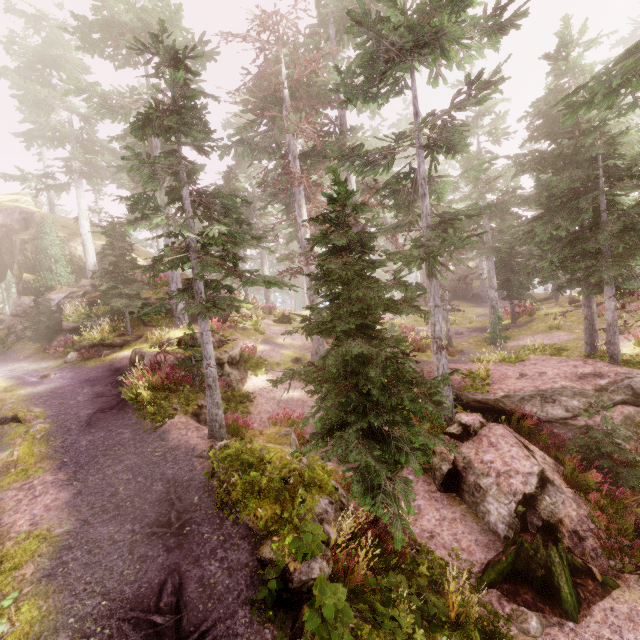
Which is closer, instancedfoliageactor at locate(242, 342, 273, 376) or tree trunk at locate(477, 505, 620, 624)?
tree trunk at locate(477, 505, 620, 624)

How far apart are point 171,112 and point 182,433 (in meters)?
9.84

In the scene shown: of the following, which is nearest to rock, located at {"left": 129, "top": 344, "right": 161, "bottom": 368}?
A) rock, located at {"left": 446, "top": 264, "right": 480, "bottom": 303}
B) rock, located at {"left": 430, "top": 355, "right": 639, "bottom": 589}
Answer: rock, located at {"left": 430, "top": 355, "right": 639, "bottom": 589}

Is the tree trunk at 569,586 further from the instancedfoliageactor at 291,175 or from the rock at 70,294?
the rock at 70,294

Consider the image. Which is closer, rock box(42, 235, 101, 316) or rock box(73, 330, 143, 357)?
rock box(73, 330, 143, 357)

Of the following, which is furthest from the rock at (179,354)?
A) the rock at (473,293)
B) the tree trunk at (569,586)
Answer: the rock at (473,293)

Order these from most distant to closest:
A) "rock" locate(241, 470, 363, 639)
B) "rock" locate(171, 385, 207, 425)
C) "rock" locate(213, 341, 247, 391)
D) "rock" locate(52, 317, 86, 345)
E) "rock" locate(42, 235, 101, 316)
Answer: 1. "rock" locate(42, 235, 101, 316)
2. "rock" locate(52, 317, 86, 345)
3. "rock" locate(213, 341, 247, 391)
4. "rock" locate(171, 385, 207, 425)
5. "rock" locate(241, 470, 363, 639)

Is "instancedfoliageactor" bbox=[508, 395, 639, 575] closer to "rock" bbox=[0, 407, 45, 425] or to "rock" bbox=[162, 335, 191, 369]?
"rock" bbox=[162, 335, 191, 369]
